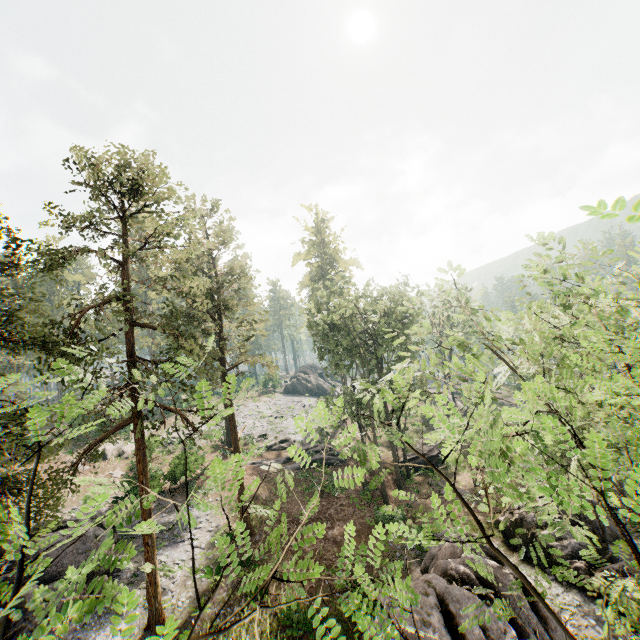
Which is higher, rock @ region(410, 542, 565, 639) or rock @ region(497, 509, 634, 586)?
rock @ region(410, 542, 565, 639)

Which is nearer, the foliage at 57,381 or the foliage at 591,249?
the foliage at 57,381

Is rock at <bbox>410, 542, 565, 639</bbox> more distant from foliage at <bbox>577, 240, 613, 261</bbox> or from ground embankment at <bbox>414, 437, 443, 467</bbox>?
foliage at <bbox>577, 240, 613, 261</bbox>

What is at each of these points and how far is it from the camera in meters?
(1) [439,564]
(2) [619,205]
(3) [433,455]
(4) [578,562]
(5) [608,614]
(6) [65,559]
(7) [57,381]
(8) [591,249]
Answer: (1) rock, 15.5
(2) foliage, 1.2
(3) ground embankment, 32.0
(4) rock, 17.6
(5) foliage, 10.6
(6) rock, 18.2
(7) foliage, 3.9
(8) foliage, 9.5

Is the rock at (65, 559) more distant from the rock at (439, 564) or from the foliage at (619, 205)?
the rock at (439, 564)

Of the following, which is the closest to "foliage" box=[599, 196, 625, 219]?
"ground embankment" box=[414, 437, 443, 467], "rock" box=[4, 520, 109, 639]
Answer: "ground embankment" box=[414, 437, 443, 467]

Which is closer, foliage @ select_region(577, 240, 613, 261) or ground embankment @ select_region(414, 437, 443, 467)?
foliage @ select_region(577, 240, 613, 261)

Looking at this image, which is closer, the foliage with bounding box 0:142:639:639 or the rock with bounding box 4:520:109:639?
the foliage with bounding box 0:142:639:639
